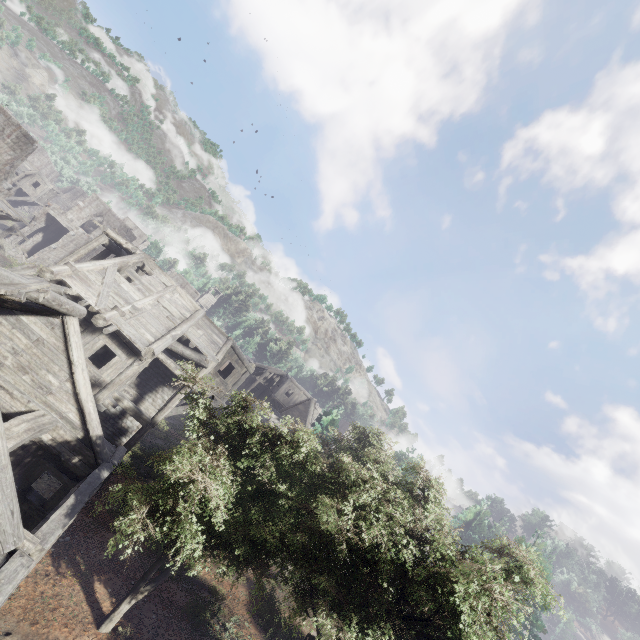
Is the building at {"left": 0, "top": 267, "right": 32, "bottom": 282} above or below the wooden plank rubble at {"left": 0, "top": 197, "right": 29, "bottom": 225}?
above

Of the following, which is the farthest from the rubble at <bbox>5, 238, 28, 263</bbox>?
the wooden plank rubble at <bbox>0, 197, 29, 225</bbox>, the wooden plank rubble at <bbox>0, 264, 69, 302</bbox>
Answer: the wooden plank rubble at <bbox>0, 264, 69, 302</bbox>

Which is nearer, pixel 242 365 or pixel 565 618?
pixel 565 618

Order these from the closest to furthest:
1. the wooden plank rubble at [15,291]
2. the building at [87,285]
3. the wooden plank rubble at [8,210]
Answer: the wooden plank rubble at [15,291] < the building at [87,285] < the wooden plank rubble at [8,210]

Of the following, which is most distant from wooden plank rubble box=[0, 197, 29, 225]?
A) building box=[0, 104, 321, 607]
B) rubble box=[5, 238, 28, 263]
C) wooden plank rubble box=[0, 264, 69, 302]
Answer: wooden plank rubble box=[0, 264, 69, 302]

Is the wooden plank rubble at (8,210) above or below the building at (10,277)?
below

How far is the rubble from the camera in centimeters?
3478cm
